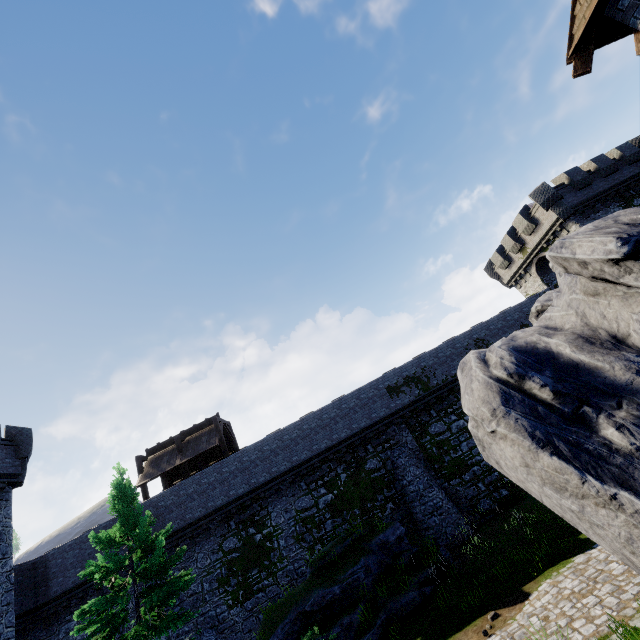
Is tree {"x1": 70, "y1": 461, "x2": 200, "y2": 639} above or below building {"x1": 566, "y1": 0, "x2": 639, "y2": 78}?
below

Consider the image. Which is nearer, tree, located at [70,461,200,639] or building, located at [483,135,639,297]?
tree, located at [70,461,200,639]

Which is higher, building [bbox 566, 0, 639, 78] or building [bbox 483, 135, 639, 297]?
building [bbox 483, 135, 639, 297]

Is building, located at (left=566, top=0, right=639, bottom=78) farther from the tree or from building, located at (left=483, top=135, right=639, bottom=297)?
the tree

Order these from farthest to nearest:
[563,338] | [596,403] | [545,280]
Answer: [545,280] → [563,338] → [596,403]

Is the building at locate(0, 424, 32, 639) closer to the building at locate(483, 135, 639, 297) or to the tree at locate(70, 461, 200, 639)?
the tree at locate(70, 461, 200, 639)

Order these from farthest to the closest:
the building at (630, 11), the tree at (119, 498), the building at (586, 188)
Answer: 1. the building at (586, 188)
2. the tree at (119, 498)
3. the building at (630, 11)

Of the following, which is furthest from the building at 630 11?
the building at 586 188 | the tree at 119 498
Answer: the tree at 119 498
